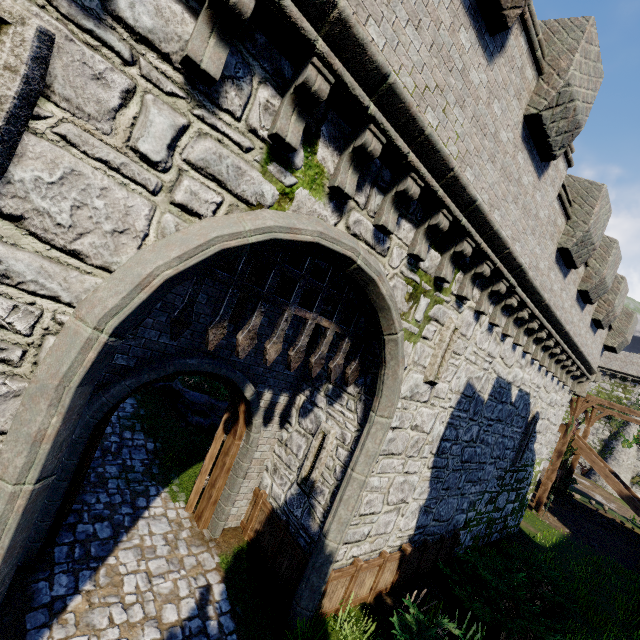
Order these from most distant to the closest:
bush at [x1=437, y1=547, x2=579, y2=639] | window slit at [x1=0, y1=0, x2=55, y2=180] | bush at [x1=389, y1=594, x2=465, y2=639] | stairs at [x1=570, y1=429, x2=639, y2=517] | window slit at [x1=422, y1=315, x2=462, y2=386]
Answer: stairs at [x1=570, y1=429, x2=639, y2=517], bush at [x1=437, y1=547, x2=579, y2=639], window slit at [x1=422, y1=315, x2=462, y2=386], bush at [x1=389, y1=594, x2=465, y2=639], window slit at [x1=0, y1=0, x2=55, y2=180]

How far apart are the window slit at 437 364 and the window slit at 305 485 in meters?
2.1

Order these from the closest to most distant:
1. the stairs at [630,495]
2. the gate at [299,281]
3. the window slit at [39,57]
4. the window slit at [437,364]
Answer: the window slit at [39,57]
the gate at [299,281]
the window slit at [437,364]
the stairs at [630,495]

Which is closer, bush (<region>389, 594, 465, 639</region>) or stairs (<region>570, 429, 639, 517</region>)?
bush (<region>389, 594, 465, 639</region>)

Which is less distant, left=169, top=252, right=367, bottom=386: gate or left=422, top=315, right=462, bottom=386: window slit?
left=169, top=252, right=367, bottom=386: gate

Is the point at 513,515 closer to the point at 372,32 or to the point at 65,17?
the point at 372,32

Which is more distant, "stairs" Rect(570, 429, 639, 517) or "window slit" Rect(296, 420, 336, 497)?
"stairs" Rect(570, 429, 639, 517)

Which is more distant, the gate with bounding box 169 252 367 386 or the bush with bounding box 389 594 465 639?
the bush with bounding box 389 594 465 639
